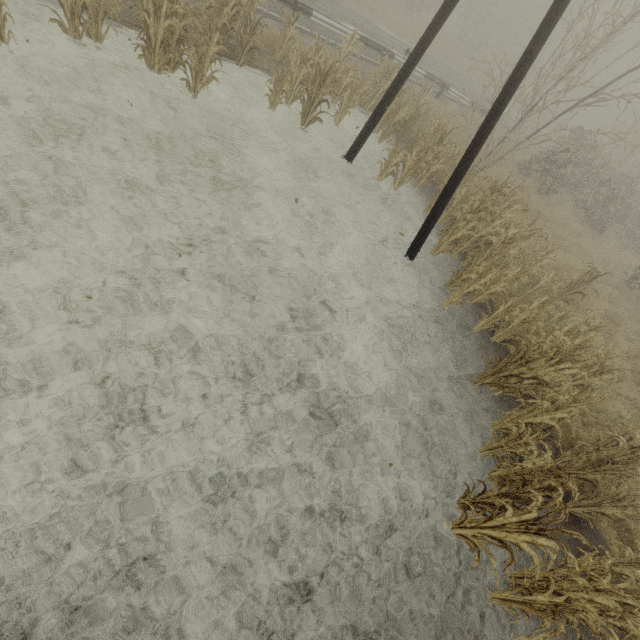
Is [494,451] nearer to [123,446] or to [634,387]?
[123,446]

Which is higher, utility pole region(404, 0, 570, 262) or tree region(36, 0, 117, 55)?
utility pole region(404, 0, 570, 262)

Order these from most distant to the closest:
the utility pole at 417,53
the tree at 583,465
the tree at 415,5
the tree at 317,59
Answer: the tree at 415,5 → the tree at 317,59 → the utility pole at 417,53 → the tree at 583,465

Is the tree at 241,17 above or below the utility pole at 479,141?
below

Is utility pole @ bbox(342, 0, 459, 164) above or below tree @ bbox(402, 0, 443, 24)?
above

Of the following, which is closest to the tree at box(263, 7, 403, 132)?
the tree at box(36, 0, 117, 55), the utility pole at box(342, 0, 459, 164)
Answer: the utility pole at box(342, 0, 459, 164)

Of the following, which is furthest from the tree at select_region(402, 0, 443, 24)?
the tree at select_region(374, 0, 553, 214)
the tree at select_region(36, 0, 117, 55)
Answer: the tree at select_region(36, 0, 117, 55)

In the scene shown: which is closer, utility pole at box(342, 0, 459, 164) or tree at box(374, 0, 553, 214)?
utility pole at box(342, 0, 459, 164)
